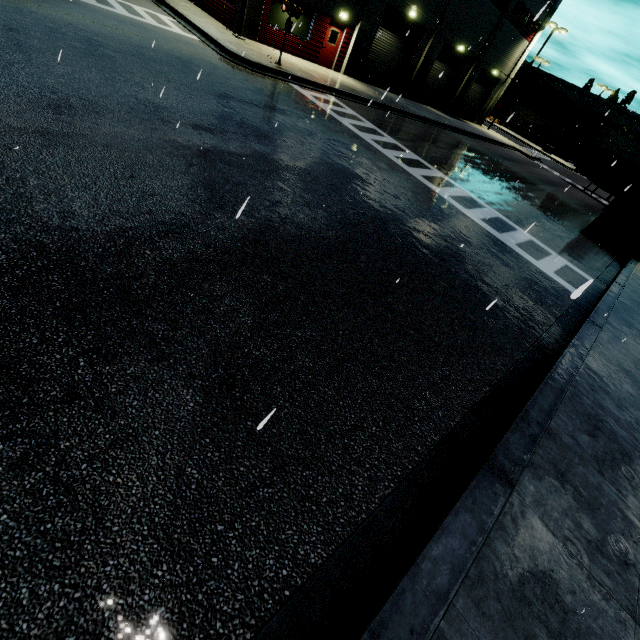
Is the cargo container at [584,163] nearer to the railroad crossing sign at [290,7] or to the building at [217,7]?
the building at [217,7]

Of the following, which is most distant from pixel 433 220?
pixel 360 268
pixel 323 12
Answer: pixel 323 12

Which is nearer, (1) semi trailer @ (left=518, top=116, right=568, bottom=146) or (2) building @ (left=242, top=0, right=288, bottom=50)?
(2) building @ (left=242, top=0, right=288, bottom=50)

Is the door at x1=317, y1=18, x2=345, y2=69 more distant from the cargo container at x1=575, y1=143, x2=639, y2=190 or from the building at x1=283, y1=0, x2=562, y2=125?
the cargo container at x1=575, y1=143, x2=639, y2=190

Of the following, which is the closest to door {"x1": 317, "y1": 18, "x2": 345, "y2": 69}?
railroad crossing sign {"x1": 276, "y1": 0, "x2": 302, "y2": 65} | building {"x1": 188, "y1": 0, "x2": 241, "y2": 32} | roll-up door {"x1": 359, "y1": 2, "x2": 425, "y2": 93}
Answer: building {"x1": 188, "y1": 0, "x2": 241, "y2": 32}

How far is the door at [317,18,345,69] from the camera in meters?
20.1

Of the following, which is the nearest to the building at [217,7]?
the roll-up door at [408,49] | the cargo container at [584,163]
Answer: the roll-up door at [408,49]

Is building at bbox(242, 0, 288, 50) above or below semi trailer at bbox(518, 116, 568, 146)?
below
